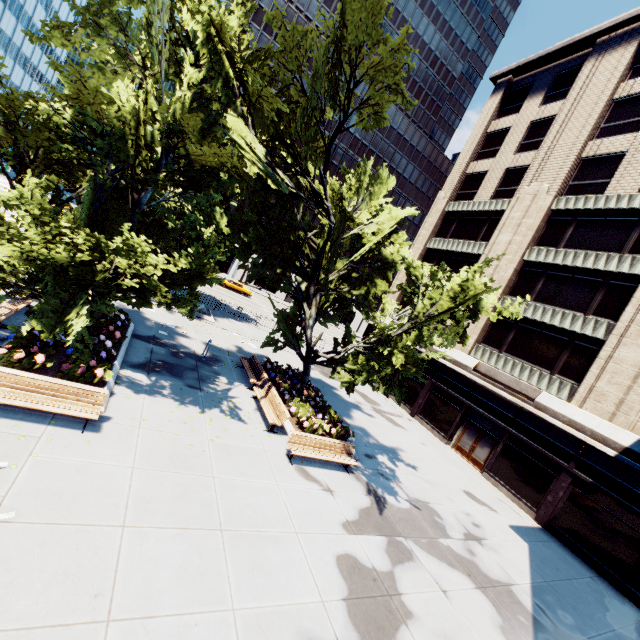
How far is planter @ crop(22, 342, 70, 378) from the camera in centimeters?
902cm

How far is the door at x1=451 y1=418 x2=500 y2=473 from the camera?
19.84m

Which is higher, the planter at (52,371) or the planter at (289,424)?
the planter at (289,424)

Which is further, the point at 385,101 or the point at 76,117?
the point at 385,101

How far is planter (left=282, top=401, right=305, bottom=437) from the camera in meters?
12.9 m

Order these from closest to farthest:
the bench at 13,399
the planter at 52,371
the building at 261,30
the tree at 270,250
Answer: the bench at 13,399
the tree at 270,250
the planter at 52,371
the building at 261,30

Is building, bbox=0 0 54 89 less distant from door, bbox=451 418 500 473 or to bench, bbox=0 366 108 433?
bench, bbox=0 366 108 433

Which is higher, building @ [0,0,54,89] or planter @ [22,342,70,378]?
building @ [0,0,54,89]
